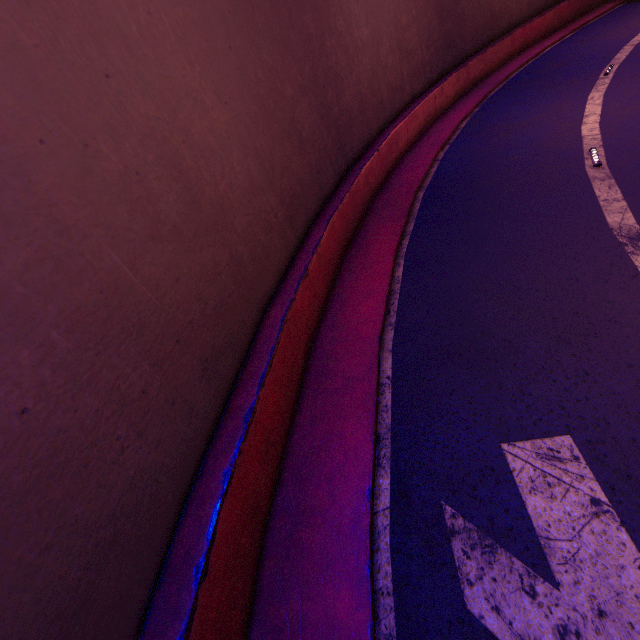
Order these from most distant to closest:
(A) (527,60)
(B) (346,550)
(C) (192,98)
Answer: (A) (527,60) < (C) (192,98) < (B) (346,550)
